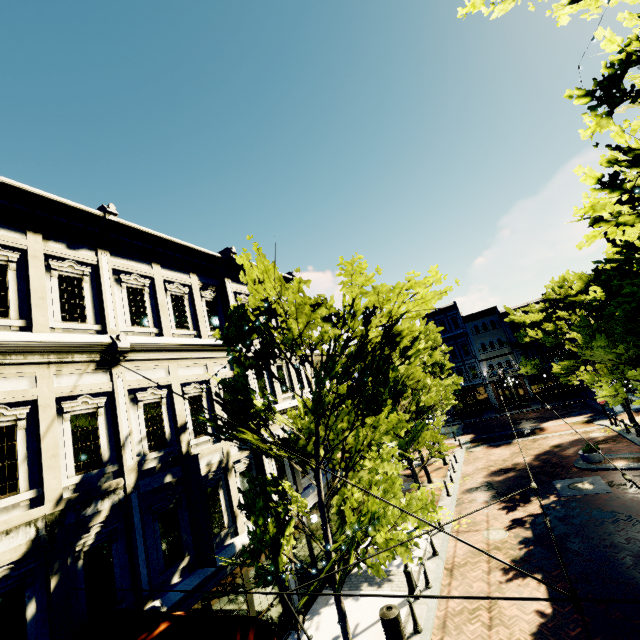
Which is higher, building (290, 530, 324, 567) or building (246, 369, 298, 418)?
building (246, 369, 298, 418)

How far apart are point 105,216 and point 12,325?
3.94m

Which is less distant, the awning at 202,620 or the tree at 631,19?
the awning at 202,620

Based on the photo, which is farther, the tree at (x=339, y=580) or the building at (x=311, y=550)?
the building at (x=311, y=550)

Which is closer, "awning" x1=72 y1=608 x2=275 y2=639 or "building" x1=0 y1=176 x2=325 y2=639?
"awning" x1=72 y1=608 x2=275 y2=639

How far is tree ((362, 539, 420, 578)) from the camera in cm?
665

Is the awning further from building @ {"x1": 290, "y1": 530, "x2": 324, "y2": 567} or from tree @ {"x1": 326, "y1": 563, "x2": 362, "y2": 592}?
tree @ {"x1": 326, "y1": 563, "x2": 362, "y2": 592}

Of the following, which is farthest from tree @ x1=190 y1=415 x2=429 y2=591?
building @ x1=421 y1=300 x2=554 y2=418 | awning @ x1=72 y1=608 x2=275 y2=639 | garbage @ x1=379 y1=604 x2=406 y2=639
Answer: garbage @ x1=379 y1=604 x2=406 y2=639
